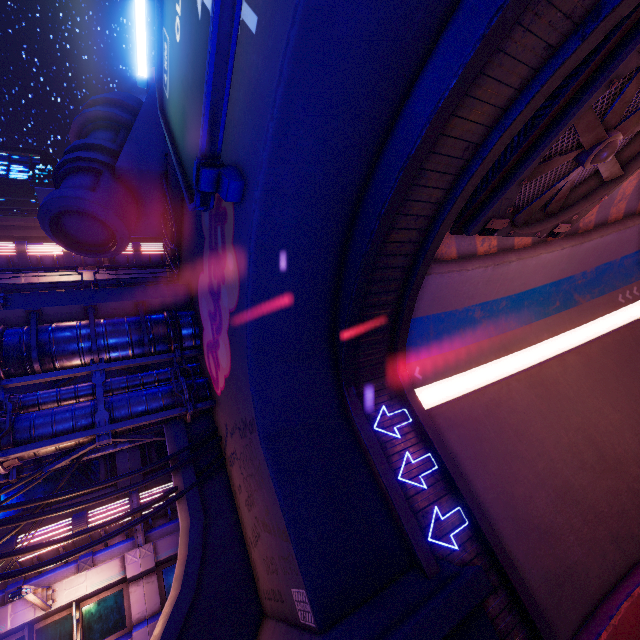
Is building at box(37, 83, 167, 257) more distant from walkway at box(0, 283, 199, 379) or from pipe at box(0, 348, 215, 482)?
pipe at box(0, 348, 215, 482)

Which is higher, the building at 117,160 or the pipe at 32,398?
the building at 117,160

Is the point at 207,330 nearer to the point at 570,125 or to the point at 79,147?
the point at 79,147

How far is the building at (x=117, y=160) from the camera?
10.55m

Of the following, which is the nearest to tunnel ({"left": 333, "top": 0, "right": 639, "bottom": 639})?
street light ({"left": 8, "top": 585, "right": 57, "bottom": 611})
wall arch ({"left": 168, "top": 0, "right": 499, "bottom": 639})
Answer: wall arch ({"left": 168, "top": 0, "right": 499, "bottom": 639})

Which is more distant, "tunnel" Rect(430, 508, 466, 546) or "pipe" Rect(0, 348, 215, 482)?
"pipe" Rect(0, 348, 215, 482)

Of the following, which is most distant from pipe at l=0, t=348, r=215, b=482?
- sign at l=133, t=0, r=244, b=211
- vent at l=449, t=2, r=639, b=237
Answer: vent at l=449, t=2, r=639, b=237

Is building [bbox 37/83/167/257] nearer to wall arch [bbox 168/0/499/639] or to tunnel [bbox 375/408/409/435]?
wall arch [bbox 168/0/499/639]
